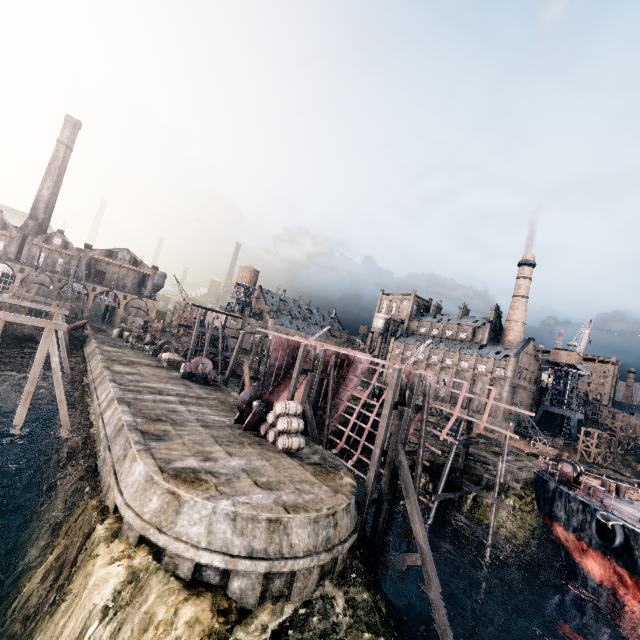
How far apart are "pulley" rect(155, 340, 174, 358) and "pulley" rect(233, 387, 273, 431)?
24.3 meters

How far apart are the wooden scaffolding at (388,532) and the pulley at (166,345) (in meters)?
33.14

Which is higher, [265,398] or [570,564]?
[265,398]

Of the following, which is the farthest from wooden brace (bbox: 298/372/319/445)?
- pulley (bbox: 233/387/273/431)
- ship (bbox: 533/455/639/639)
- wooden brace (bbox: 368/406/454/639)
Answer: ship (bbox: 533/455/639/639)

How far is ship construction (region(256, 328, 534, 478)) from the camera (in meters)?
21.12

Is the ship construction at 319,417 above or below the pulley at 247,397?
below

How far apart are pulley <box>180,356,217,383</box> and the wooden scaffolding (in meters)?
21.15

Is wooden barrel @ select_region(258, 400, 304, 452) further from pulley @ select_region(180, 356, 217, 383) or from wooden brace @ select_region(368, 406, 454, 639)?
pulley @ select_region(180, 356, 217, 383)
